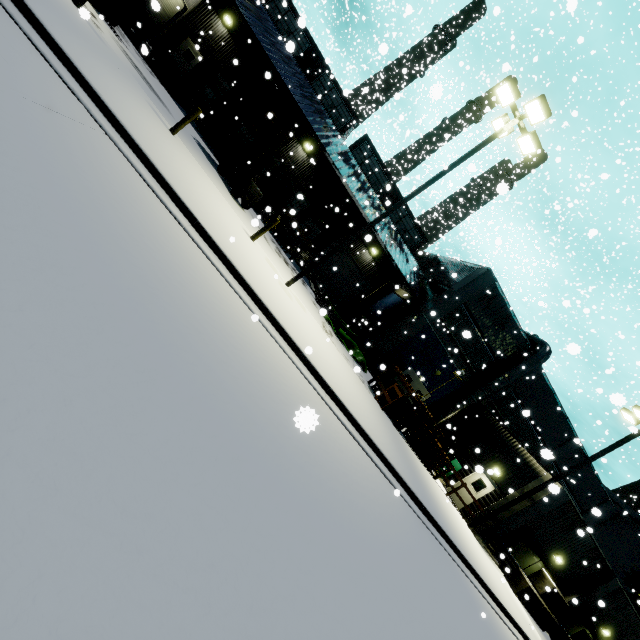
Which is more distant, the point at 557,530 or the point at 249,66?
the point at 249,66

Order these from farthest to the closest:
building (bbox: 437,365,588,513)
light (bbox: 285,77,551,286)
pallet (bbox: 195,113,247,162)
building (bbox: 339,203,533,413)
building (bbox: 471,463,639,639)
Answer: building (bbox: 339,203,533,413), pallet (bbox: 195,113,247,162), building (bbox: 437,365,588,513), building (bbox: 471,463,639,639), light (bbox: 285,77,551,286)

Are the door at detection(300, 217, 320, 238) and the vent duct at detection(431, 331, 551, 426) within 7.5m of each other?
yes

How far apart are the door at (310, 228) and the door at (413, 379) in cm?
1265

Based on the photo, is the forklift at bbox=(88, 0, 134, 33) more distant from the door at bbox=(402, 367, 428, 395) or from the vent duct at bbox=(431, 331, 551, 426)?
the door at bbox=(402, 367, 428, 395)

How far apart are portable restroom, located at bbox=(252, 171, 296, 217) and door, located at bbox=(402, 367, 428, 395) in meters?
13.7 m

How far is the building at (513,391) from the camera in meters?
17.1

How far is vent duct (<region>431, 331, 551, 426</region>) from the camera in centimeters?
2153cm
